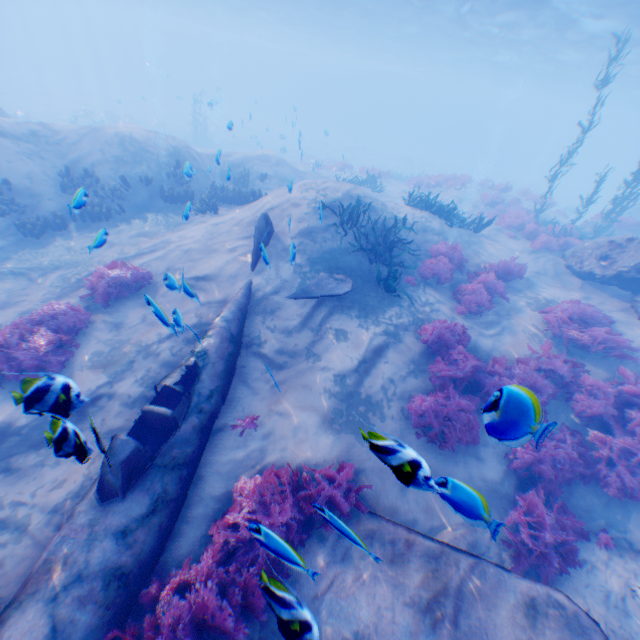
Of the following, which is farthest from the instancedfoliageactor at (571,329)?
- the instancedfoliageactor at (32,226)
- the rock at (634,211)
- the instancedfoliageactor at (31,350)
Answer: the rock at (634,211)

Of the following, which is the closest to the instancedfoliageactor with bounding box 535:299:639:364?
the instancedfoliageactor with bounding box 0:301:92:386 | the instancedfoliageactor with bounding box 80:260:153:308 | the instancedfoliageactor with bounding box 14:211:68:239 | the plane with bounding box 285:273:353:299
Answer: the instancedfoliageactor with bounding box 0:301:92:386

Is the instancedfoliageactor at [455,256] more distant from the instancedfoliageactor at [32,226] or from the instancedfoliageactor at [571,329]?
the instancedfoliageactor at [32,226]

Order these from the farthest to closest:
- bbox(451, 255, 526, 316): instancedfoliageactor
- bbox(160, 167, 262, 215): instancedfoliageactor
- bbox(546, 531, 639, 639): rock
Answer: bbox(160, 167, 262, 215): instancedfoliageactor → bbox(451, 255, 526, 316): instancedfoliageactor → bbox(546, 531, 639, 639): rock

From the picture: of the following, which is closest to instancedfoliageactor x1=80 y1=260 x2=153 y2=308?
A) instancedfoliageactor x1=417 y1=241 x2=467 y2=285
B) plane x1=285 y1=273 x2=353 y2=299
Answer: plane x1=285 y1=273 x2=353 y2=299

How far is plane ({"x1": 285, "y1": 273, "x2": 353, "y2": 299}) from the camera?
8.2m

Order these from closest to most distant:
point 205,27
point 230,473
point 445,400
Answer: point 230,473, point 445,400, point 205,27

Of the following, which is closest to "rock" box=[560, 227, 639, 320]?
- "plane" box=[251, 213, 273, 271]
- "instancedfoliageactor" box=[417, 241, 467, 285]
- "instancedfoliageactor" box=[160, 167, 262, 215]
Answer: "plane" box=[251, 213, 273, 271]
